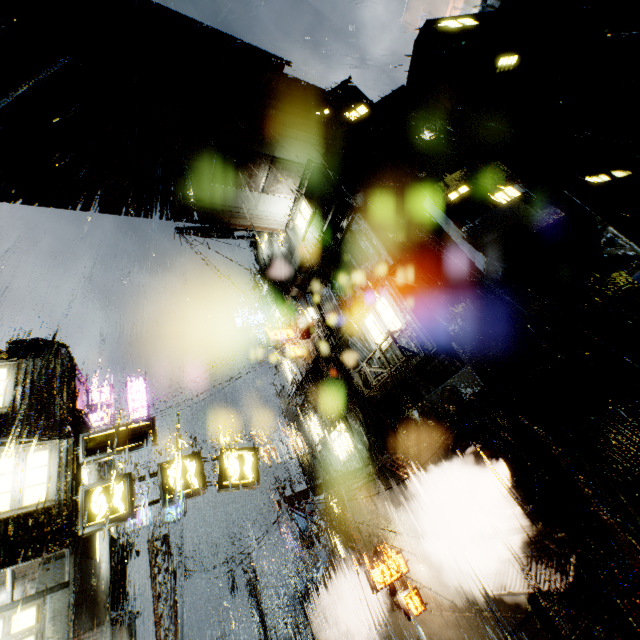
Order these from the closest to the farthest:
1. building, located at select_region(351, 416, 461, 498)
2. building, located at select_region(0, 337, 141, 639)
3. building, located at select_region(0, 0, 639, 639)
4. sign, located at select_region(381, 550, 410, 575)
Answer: building, located at select_region(0, 337, 141, 639) → building, located at select_region(0, 0, 639, 639) → building, located at select_region(351, 416, 461, 498) → sign, located at select_region(381, 550, 410, 575)

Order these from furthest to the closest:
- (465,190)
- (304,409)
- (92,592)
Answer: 1. (304,409)
2. (465,190)
3. (92,592)

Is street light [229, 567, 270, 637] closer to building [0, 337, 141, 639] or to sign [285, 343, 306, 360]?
building [0, 337, 141, 639]

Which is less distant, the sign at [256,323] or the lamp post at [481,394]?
the lamp post at [481,394]

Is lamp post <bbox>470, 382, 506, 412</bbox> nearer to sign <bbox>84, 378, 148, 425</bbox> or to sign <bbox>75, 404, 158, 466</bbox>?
sign <bbox>75, 404, 158, 466</bbox>

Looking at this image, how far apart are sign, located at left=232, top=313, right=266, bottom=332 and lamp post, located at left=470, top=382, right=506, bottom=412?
18.95m

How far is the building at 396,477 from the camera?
12.32m

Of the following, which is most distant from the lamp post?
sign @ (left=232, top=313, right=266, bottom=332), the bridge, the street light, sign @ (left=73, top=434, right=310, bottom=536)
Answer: the street light
